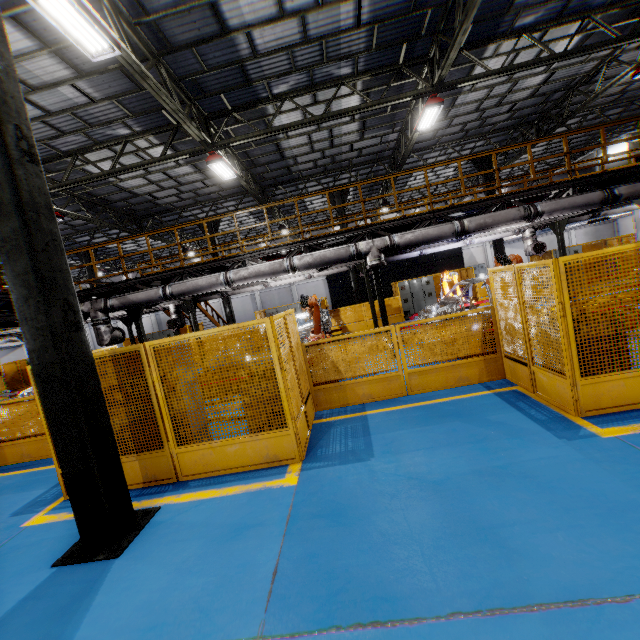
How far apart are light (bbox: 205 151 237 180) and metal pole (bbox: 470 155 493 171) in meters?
12.8 m

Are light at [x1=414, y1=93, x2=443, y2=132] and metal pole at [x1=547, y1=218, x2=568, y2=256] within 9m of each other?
yes

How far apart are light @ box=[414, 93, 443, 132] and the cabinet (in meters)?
8.14

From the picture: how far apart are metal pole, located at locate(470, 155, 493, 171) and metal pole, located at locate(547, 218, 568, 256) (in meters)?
4.08

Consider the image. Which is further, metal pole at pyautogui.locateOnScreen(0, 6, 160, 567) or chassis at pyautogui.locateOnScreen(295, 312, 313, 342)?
chassis at pyautogui.locateOnScreen(295, 312, 313, 342)

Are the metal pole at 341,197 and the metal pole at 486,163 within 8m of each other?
yes

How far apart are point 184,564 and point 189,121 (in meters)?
10.53

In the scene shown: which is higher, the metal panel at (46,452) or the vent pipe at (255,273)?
A: the vent pipe at (255,273)
